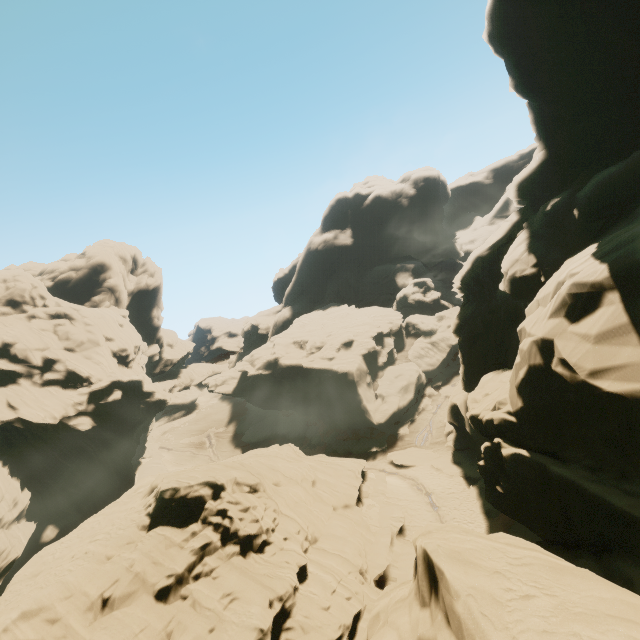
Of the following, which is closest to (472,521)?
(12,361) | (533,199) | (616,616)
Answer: (616,616)
